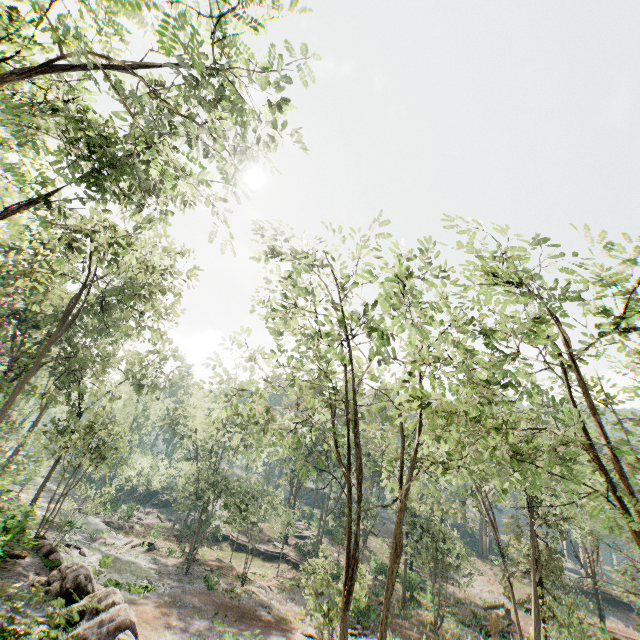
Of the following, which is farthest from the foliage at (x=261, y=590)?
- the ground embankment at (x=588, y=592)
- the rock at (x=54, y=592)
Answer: the ground embankment at (x=588, y=592)

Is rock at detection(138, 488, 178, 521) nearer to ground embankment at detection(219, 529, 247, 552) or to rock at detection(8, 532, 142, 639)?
ground embankment at detection(219, 529, 247, 552)

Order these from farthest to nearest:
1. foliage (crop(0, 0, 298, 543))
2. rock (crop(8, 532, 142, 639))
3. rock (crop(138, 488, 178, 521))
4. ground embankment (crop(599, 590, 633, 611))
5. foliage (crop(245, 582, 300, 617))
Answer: rock (crop(138, 488, 178, 521))
ground embankment (crop(599, 590, 633, 611))
foliage (crop(245, 582, 300, 617))
rock (crop(8, 532, 142, 639))
foliage (crop(0, 0, 298, 543))

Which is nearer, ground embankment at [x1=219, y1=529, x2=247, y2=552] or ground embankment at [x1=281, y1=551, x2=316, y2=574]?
ground embankment at [x1=281, y1=551, x2=316, y2=574]

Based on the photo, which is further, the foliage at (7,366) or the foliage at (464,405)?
the foliage at (464,405)

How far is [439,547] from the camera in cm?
3091

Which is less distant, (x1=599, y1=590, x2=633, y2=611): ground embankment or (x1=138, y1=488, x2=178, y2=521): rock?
(x1=599, y1=590, x2=633, y2=611): ground embankment

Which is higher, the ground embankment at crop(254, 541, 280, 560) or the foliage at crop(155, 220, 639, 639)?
the foliage at crop(155, 220, 639, 639)
